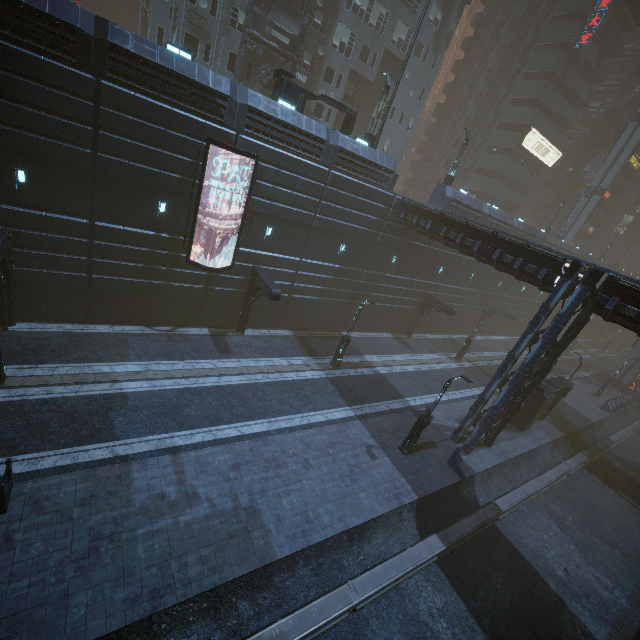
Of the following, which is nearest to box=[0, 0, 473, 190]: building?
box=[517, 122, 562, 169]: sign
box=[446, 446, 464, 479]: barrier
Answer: box=[517, 122, 562, 169]: sign

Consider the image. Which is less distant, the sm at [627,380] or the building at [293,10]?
the building at [293,10]

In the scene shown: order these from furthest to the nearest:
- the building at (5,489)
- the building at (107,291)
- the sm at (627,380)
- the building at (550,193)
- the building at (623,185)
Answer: the building at (550,193)
the building at (623,185)
the sm at (627,380)
the building at (107,291)
the building at (5,489)

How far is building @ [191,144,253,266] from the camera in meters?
17.0

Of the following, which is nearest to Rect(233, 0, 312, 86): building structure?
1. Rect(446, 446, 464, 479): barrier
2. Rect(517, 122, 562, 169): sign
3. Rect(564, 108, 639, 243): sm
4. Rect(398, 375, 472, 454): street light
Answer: Rect(398, 375, 472, 454): street light

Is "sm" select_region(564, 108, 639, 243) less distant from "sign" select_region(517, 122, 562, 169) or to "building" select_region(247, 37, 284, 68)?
"building" select_region(247, 37, 284, 68)

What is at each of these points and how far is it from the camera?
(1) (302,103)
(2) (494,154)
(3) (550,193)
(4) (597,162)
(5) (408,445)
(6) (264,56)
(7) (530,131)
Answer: (1) building, 19.8 meters
(2) building, 45.1 meters
(3) building, 58.9 meters
(4) building, 53.9 meters
(5) street light, 17.1 meters
(6) building, 25.9 meters
(7) sign, 42.1 meters

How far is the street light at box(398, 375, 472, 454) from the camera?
15.5m
